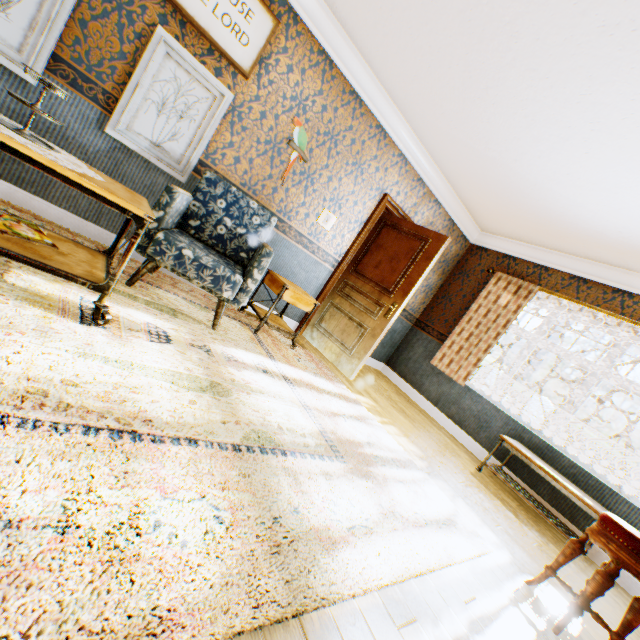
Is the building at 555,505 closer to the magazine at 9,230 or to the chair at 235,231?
the chair at 235,231

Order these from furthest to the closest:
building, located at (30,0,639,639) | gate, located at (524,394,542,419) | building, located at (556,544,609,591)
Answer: gate, located at (524,394,542,419), building, located at (556,544,609,591), building, located at (30,0,639,639)

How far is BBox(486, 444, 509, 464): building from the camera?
4.5 meters

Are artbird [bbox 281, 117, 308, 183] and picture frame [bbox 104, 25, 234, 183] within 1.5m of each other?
yes

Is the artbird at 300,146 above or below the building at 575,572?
above

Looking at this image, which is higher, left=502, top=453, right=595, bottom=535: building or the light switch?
the light switch

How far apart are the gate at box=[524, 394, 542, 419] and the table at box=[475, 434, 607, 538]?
14.47m

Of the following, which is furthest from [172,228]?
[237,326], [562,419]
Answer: [562,419]
